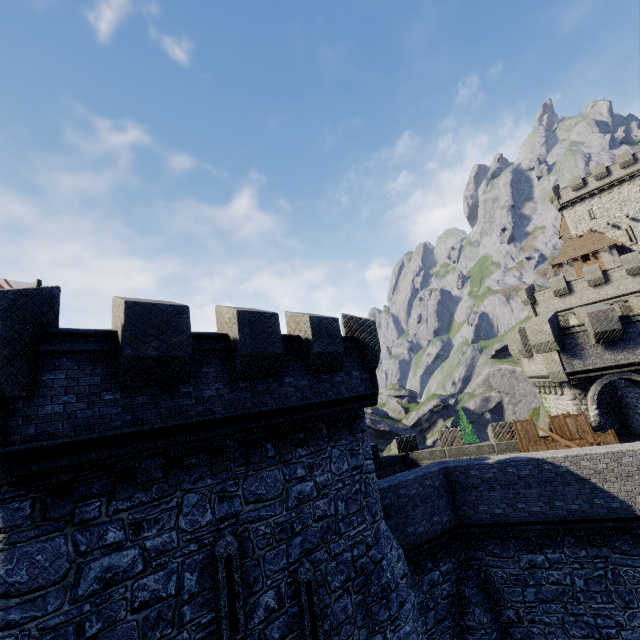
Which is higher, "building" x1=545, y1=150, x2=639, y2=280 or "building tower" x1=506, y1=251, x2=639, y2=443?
"building" x1=545, y1=150, x2=639, y2=280

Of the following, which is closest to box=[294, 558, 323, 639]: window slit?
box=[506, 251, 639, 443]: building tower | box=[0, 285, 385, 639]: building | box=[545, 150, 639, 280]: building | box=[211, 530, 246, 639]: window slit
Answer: box=[0, 285, 385, 639]: building

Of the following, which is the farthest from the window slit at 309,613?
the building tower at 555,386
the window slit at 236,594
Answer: the building tower at 555,386

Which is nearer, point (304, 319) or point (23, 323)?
point (23, 323)

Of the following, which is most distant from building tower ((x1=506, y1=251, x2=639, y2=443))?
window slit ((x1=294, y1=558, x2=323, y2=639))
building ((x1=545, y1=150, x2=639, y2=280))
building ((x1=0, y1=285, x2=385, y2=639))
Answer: building ((x1=545, y1=150, x2=639, y2=280))

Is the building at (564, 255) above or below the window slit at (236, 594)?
above

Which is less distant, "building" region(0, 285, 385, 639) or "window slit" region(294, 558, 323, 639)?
"building" region(0, 285, 385, 639)
